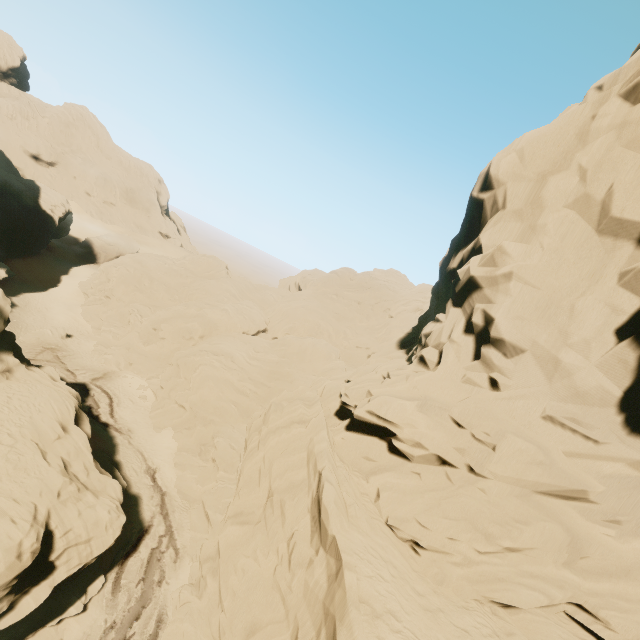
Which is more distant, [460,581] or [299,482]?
[299,482]

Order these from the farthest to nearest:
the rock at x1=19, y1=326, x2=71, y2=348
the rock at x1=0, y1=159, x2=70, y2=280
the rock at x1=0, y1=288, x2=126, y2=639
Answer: the rock at x1=0, y1=159, x2=70, y2=280 < the rock at x1=19, y1=326, x2=71, y2=348 < the rock at x1=0, y1=288, x2=126, y2=639

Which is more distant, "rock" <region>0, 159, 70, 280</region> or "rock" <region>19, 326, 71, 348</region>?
"rock" <region>0, 159, 70, 280</region>

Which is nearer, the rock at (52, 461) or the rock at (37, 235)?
the rock at (52, 461)

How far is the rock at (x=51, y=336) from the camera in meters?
37.9

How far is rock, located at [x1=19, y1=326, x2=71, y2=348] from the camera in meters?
37.9
